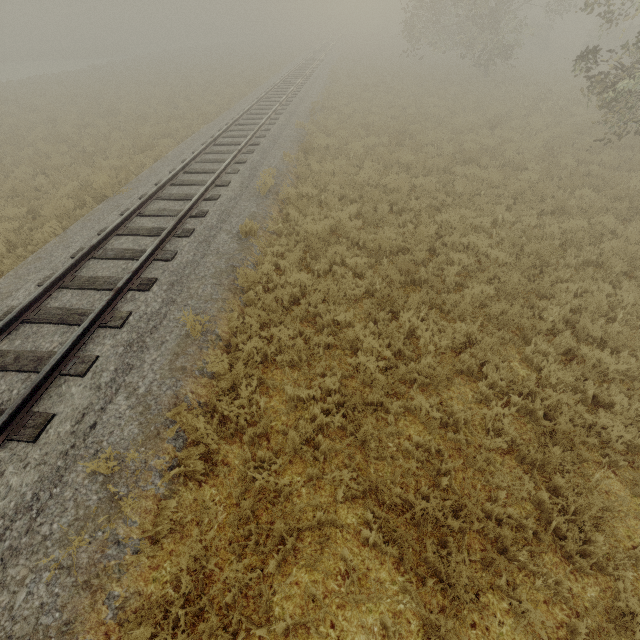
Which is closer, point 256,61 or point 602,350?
point 602,350
